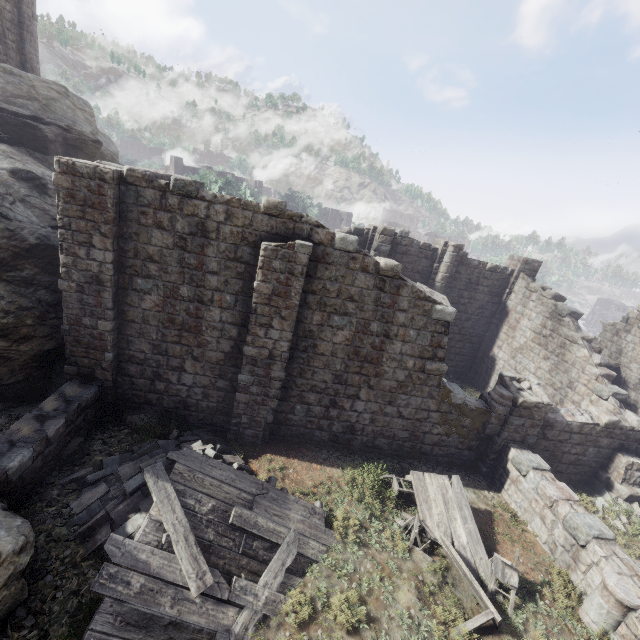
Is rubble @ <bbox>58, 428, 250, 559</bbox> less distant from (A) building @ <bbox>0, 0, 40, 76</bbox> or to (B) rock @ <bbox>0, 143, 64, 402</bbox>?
(A) building @ <bbox>0, 0, 40, 76</bbox>

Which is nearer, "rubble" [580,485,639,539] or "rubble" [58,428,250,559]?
"rubble" [58,428,250,559]

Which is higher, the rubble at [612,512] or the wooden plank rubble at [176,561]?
the wooden plank rubble at [176,561]

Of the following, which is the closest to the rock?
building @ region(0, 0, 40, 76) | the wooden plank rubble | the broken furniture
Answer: building @ region(0, 0, 40, 76)

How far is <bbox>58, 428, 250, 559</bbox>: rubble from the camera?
6.76m

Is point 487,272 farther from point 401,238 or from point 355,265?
point 355,265

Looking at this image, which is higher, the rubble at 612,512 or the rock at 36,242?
the rock at 36,242

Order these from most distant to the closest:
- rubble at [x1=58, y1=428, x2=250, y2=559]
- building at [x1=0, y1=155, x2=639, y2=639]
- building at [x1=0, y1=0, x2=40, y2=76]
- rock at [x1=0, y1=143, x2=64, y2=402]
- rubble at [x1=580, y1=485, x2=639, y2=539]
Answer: building at [x1=0, y1=0, x2=40, y2=76] → rubble at [x1=580, y1=485, x2=639, y2=539] → rock at [x1=0, y1=143, x2=64, y2=402] → building at [x1=0, y1=155, x2=639, y2=639] → rubble at [x1=58, y1=428, x2=250, y2=559]
